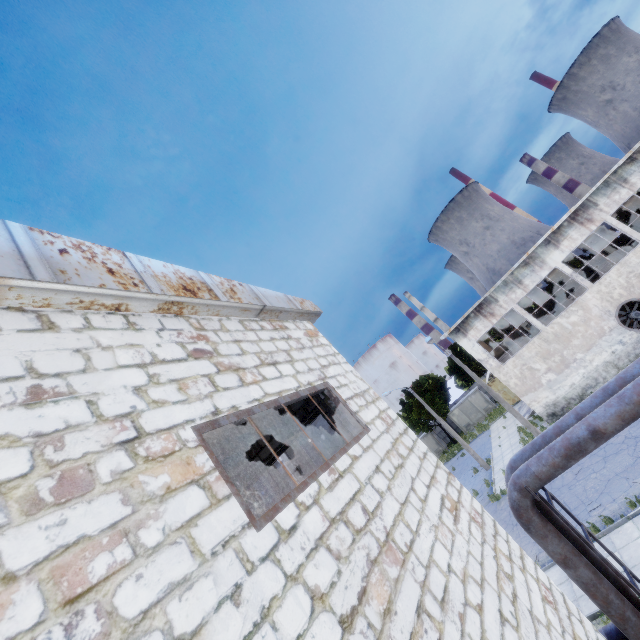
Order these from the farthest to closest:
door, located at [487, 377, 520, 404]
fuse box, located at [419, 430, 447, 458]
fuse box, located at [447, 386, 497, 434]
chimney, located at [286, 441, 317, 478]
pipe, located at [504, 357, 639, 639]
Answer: chimney, located at [286, 441, 317, 478] < fuse box, located at [419, 430, 447, 458] < fuse box, located at [447, 386, 497, 434] < door, located at [487, 377, 520, 404] < pipe, located at [504, 357, 639, 639]

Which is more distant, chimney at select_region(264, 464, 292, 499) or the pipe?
chimney at select_region(264, 464, 292, 499)

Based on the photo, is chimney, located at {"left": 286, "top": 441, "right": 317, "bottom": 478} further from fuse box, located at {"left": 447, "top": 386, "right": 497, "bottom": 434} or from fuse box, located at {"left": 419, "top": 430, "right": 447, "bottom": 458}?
fuse box, located at {"left": 447, "top": 386, "right": 497, "bottom": 434}

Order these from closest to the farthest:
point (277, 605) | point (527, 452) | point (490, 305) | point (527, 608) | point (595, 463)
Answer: point (277, 605) → point (527, 608) → point (527, 452) → point (595, 463) → point (490, 305)

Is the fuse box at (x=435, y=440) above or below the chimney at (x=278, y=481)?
below

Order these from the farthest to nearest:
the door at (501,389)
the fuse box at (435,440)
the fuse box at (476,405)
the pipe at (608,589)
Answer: the fuse box at (435,440), the fuse box at (476,405), the door at (501,389), the pipe at (608,589)

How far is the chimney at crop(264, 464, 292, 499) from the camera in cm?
5718

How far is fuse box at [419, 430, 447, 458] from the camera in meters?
44.8
